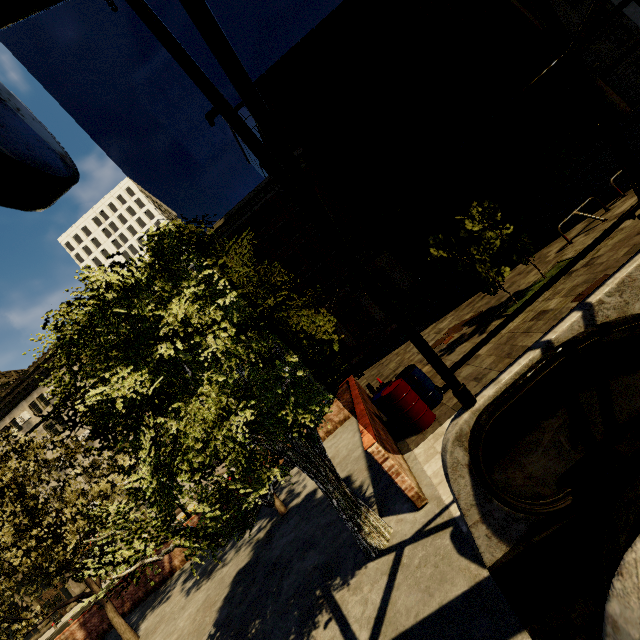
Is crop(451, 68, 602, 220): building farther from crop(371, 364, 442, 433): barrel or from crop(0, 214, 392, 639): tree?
crop(371, 364, 442, 433): barrel

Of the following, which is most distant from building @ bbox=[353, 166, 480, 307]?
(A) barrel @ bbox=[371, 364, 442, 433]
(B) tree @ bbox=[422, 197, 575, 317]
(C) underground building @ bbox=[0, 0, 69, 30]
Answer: (C) underground building @ bbox=[0, 0, 69, 30]

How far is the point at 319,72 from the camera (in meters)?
34.75

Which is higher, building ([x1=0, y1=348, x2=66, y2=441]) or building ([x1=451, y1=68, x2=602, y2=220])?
building ([x1=0, y1=348, x2=66, y2=441])

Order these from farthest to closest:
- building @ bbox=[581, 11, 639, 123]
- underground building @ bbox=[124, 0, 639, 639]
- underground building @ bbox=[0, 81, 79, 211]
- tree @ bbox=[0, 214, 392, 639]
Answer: building @ bbox=[581, 11, 639, 123] → tree @ bbox=[0, 214, 392, 639] → underground building @ bbox=[124, 0, 639, 639] → underground building @ bbox=[0, 81, 79, 211]

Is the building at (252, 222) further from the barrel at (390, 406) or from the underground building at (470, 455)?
the underground building at (470, 455)

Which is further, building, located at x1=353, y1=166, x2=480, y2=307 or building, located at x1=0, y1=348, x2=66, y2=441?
building, located at x1=0, y1=348, x2=66, y2=441
